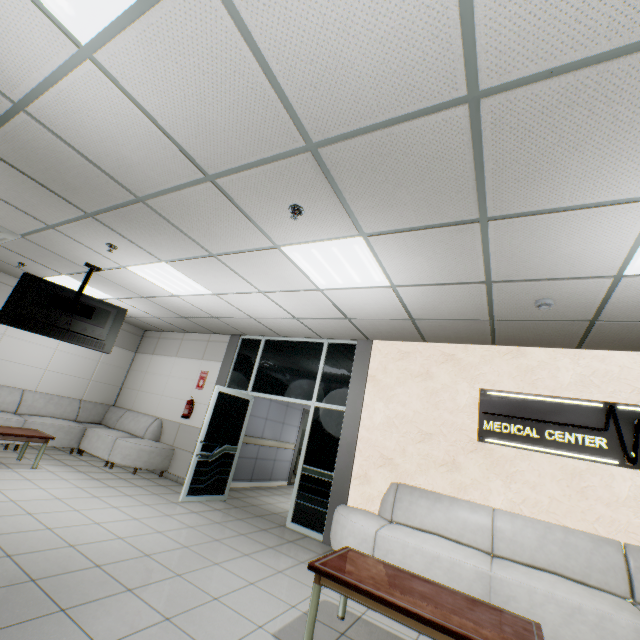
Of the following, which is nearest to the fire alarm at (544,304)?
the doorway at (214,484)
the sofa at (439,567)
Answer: the sofa at (439,567)

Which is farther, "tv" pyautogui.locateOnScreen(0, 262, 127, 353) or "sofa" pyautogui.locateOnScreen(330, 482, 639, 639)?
"tv" pyautogui.locateOnScreen(0, 262, 127, 353)

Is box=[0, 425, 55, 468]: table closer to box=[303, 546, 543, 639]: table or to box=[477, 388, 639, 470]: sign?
box=[303, 546, 543, 639]: table

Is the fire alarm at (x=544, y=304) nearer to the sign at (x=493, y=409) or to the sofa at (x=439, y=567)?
the sign at (x=493, y=409)

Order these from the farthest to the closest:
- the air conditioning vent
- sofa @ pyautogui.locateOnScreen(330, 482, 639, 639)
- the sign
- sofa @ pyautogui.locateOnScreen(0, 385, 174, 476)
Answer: sofa @ pyautogui.locateOnScreen(0, 385, 174, 476) → the air conditioning vent → the sign → sofa @ pyautogui.locateOnScreen(330, 482, 639, 639)

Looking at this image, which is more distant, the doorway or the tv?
the doorway

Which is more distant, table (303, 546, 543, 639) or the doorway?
the doorway

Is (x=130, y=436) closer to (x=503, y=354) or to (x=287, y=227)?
(x=287, y=227)
